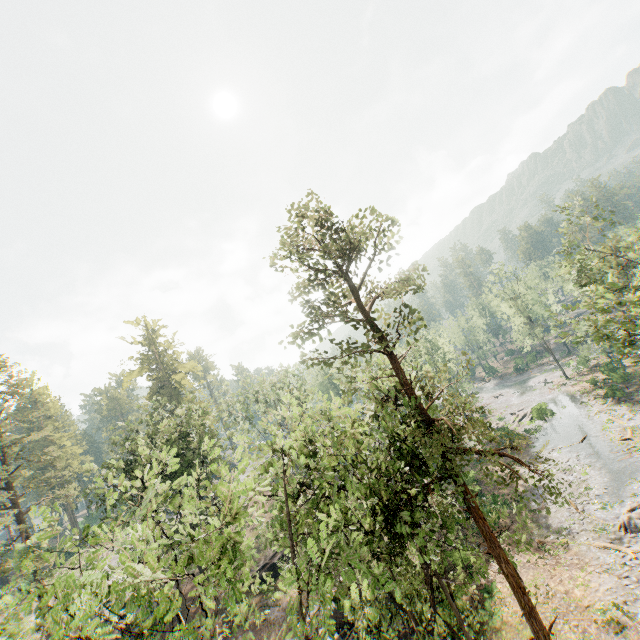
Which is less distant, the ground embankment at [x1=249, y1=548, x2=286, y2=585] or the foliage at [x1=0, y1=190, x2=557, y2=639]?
the foliage at [x1=0, y1=190, x2=557, y2=639]

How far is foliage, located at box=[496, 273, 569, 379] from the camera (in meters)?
54.72

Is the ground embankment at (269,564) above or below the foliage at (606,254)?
A: below

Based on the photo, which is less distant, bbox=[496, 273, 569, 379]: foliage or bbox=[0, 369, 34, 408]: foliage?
bbox=[0, 369, 34, 408]: foliage

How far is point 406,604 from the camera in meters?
14.8

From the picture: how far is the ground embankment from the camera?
30.6m

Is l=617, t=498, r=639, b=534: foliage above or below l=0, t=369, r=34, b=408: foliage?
below

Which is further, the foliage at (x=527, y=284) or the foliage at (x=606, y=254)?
the foliage at (x=527, y=284)
